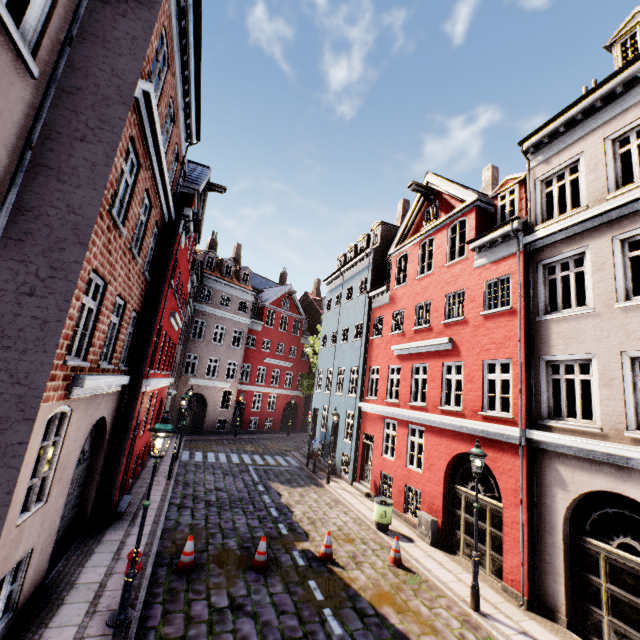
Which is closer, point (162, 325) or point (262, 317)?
point (162, 325)

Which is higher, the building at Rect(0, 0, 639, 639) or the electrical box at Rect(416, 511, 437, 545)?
the building at Rect(0, 0, 639, 639)

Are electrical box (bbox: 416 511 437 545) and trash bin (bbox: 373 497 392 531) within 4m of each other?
yes

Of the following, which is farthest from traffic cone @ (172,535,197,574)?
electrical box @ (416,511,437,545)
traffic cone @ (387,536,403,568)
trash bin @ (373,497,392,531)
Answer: electrical box @ (416,511,437,545)

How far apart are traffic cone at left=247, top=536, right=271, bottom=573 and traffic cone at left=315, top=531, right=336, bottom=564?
1.44m

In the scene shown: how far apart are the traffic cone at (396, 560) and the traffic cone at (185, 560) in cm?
550

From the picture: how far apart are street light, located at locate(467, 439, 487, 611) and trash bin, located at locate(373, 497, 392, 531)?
4.06m

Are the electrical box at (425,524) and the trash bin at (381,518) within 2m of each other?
yes
